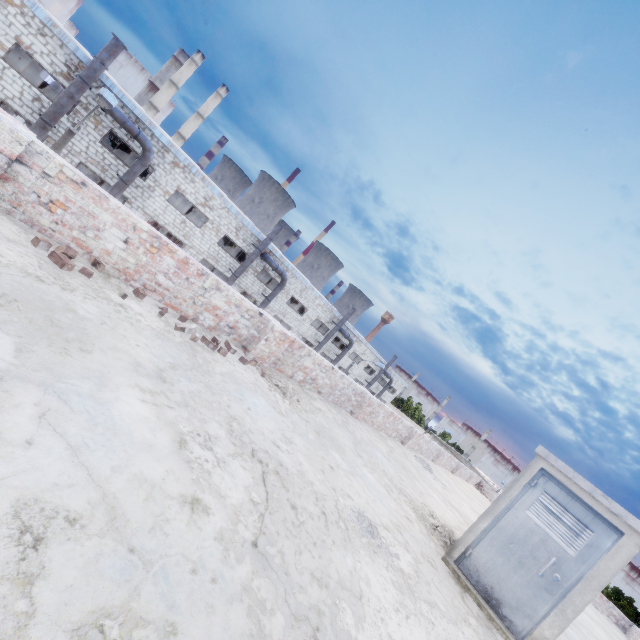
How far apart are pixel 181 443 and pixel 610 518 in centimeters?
546cm

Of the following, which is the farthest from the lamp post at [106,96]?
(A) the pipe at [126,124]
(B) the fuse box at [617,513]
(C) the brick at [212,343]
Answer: (B) the fuse box at [617,513]

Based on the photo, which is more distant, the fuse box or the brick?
the brick

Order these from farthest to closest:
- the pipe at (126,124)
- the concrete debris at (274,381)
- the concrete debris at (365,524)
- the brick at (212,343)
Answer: the pipe at (126,124)
the concrete debris at (274,381)
the brick at (212,343)
the concrete debris at (365,524)

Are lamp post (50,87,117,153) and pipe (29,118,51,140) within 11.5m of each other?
yes

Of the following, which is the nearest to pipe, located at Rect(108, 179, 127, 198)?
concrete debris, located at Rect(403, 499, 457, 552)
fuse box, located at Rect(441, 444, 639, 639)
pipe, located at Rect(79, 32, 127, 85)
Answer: pipe, located at Rect(79, 32, 127, 85)

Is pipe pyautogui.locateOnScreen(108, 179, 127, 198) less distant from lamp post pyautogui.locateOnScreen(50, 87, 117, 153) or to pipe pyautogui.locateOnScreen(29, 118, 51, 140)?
pipe pyautogui.locateOnScreen(29, 118, 51, 140)

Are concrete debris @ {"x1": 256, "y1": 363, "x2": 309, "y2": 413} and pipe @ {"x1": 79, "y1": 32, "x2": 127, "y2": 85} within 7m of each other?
no
